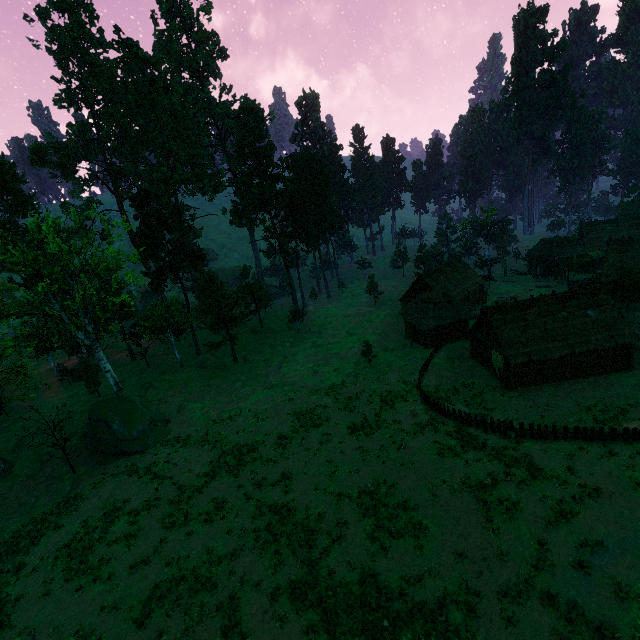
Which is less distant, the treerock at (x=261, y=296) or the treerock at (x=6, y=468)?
the treerock at (x=6, y=468)

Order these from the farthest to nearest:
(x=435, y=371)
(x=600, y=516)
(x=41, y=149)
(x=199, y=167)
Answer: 1. (x=199, y=167)
2. (x=41, y=149)
3. (x=435, y=371)
4. (x=600, y=516)

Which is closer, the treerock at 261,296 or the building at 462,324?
the building at 462,324

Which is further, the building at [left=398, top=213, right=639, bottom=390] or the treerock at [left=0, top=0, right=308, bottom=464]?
the treerock at [left=0, top=0, right=308, bottom=464]

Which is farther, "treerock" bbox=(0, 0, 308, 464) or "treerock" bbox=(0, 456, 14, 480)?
"treerock" bbox=(0, 0, 308, 464)
